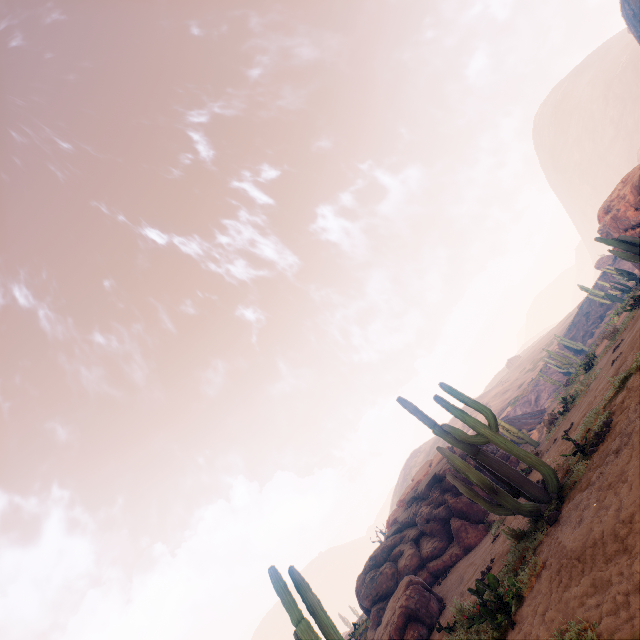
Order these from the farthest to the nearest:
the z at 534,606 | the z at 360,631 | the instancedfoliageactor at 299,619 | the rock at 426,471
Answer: the z at 360,631, the rock at 426,471, the instancedfoliageactor at 299,619, the z at 534,606

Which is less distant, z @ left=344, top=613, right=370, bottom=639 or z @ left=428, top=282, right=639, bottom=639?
z @ left=428, top=282, right=639, bottom=639

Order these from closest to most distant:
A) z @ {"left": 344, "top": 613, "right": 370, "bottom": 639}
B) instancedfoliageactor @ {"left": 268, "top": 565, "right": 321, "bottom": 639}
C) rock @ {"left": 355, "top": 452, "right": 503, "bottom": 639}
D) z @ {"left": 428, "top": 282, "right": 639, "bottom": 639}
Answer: z @ {"left": 428, "top": 282, "right": 639, "bottom": 639}, instancedfoliageactor @ {"left": 268, "top": 565, "right": 321, "bottom": 639}, rock @ {"left": 355, "top": 452, "right": 503, "bottom": 639}, z @ {"left": 344, "top": 613, "right": 370, "bottom": 639}

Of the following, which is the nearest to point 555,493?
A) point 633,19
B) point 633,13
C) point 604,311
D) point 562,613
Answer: point 562,613

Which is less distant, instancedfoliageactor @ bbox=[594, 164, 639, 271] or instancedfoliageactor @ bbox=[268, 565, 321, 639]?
instancedfoliageactor @ bbox=[268, 565, 321, 639]

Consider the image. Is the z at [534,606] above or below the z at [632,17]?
below

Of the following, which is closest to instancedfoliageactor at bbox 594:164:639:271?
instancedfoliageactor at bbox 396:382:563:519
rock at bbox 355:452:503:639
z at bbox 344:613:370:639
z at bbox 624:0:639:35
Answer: z at bbox 624:0:639:35

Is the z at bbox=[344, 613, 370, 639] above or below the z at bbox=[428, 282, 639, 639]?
above
